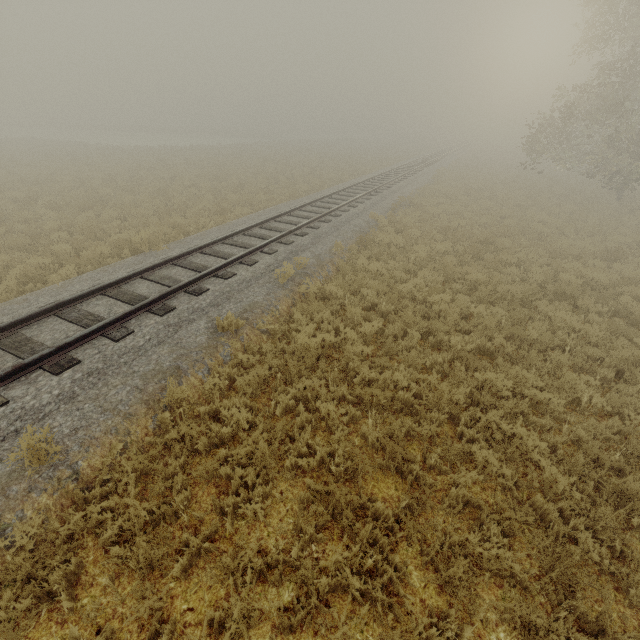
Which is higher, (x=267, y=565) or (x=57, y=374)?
(x=57, y=374)
